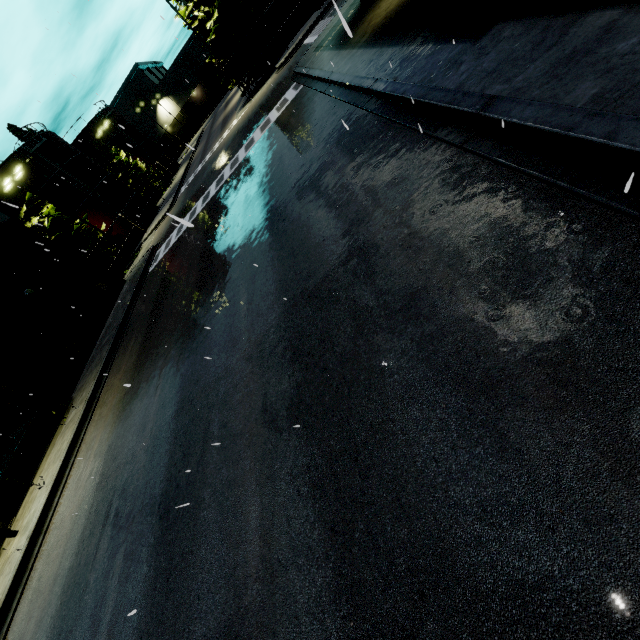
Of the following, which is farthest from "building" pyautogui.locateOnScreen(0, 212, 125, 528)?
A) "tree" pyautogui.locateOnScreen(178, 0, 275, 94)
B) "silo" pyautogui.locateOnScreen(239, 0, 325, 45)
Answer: "tree" pyautogui.locateOnScreen(178, 0, 275, 94)

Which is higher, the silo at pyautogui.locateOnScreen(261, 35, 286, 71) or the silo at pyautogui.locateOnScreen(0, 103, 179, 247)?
the silo at pyautogui.locateOnScreen(0, 103, 179, 247)

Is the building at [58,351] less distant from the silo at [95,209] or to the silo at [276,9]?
the silo at [276,9]

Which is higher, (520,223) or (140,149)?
(140,149)

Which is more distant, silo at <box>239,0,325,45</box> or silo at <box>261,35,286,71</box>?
silo at <box>261,35,286,71</box>

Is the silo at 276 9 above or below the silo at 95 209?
below

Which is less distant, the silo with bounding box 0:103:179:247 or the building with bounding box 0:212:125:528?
the building with bounding box 0:212:125:528

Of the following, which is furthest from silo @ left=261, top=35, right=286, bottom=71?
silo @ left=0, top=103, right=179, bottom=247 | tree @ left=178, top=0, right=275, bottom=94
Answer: silo @ left=0, top=103, right=179, bottom=247
